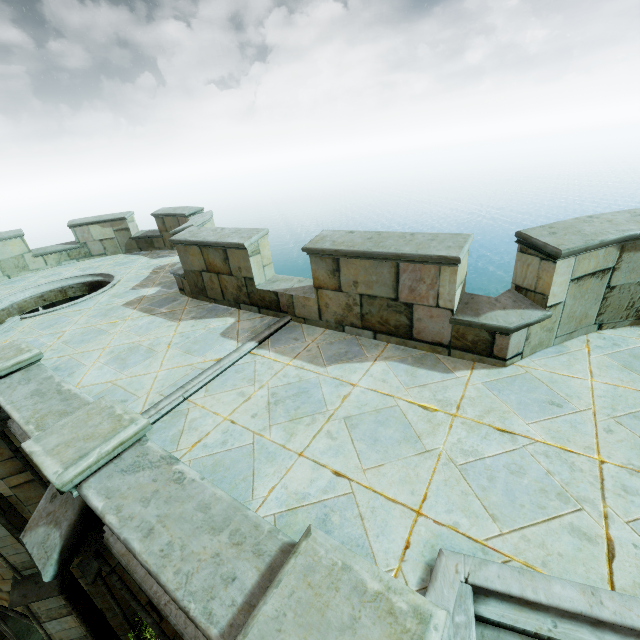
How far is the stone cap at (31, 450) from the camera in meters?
3.0

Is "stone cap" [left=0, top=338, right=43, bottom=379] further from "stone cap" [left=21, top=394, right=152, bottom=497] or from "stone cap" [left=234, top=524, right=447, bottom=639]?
"stone cap" [left=234, top=524, right=447, bottom=639]

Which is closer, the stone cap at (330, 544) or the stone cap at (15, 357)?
the stone cap at (330, 544)

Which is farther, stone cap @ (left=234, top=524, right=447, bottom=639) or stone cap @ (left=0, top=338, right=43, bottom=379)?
stone cap @ (left=0, top=338, right=43, bottom=379)

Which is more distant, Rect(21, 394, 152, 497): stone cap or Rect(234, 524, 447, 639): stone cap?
Rect(21, 394, 152, 497): stone cap

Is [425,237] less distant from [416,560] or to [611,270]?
[611,270]

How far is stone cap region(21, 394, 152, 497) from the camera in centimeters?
305cm
